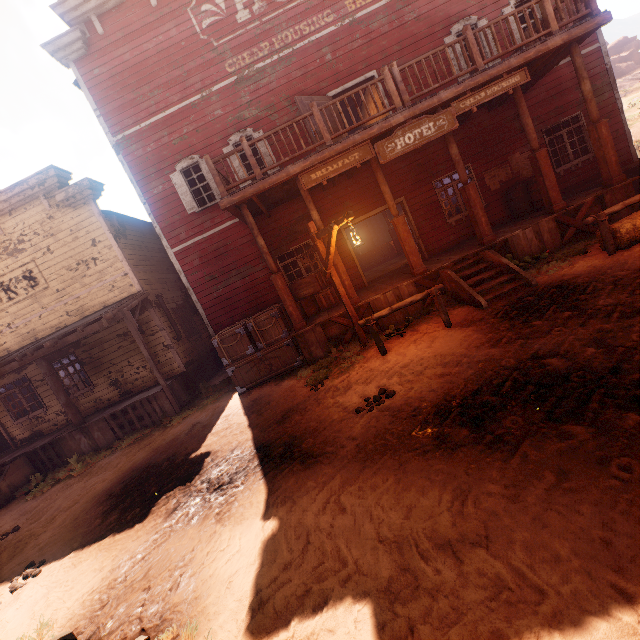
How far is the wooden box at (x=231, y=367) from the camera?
9.1m

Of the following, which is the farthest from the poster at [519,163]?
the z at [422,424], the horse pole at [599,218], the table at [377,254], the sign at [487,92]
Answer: the table at [377,254]

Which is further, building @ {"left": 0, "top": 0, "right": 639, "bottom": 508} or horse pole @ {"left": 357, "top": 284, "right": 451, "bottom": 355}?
building @ {"left": 0, "top": 0, "right": 639, "bottom": 508}

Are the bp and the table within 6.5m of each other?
no

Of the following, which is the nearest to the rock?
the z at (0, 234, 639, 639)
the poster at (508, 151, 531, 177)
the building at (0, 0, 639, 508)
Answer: the z at (0, 234, 639, 639)

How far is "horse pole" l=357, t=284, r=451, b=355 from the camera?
6.8 meters

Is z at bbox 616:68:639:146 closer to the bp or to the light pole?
the bp

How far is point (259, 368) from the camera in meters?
9.2
